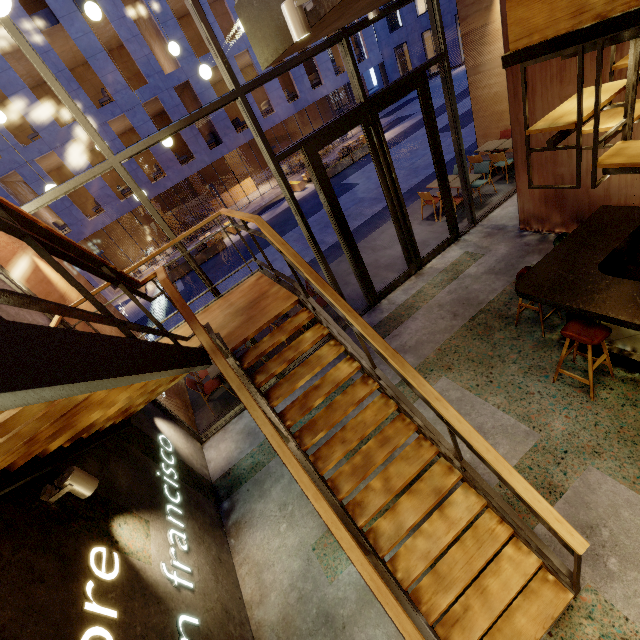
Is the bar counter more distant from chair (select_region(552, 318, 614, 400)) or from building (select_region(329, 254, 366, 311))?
building (select_region(329, 254, 366, 311))

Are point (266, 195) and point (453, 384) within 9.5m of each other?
no

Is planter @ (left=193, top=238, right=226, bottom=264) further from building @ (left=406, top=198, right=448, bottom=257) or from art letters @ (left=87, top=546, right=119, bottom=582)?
art letters @ (left=87, top=546, right=119, bottom=582)

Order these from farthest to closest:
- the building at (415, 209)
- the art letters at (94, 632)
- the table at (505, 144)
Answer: the table at (505, 144), the building at (415, 209), the art letters at (94, 632)

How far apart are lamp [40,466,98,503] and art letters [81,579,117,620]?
0.4 meters

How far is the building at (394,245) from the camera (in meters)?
7.90

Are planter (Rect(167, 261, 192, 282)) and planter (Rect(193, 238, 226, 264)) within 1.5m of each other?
yes

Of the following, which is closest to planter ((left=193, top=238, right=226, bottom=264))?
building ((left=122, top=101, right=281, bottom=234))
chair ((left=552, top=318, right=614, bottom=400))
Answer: building ((left=122, top=101, right=281, bottom=234))
